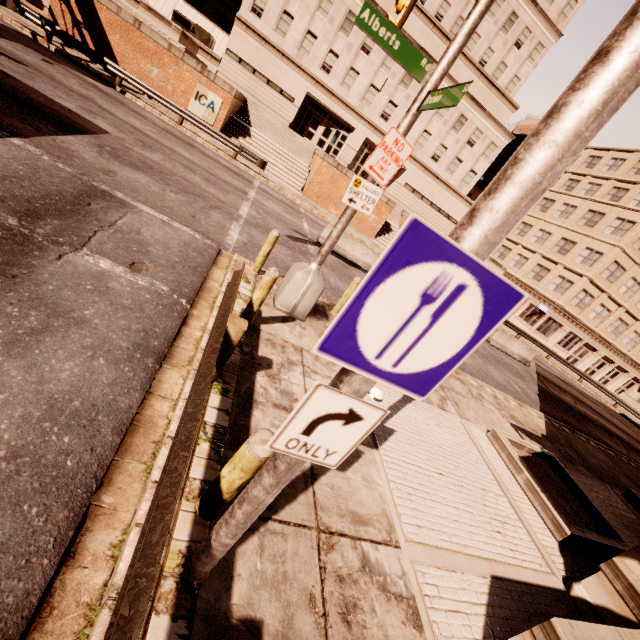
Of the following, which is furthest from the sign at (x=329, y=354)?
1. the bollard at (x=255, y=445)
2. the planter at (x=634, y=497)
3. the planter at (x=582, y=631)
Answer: the planter at (x=634, y=497)

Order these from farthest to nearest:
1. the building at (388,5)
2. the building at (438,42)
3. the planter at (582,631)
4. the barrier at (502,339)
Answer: the building at (438,42) < the building at (388,5) < the barrier at (502,339) < the planter at (582,631)

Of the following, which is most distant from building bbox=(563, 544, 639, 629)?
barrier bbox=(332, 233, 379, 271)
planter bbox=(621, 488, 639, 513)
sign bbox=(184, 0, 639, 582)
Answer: barrier bbox=(332, 233, 379, 271)

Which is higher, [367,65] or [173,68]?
[367,65]

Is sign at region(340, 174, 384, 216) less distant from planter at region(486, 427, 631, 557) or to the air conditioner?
planter at region(486, 427, 631, 557)

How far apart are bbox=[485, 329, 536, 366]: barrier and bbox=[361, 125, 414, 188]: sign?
16.7 meters

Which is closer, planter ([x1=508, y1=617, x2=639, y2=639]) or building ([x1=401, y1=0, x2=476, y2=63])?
planter ([x1=508, y1=617, x2=639, y2=639])

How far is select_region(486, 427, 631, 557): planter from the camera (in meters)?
6.29
